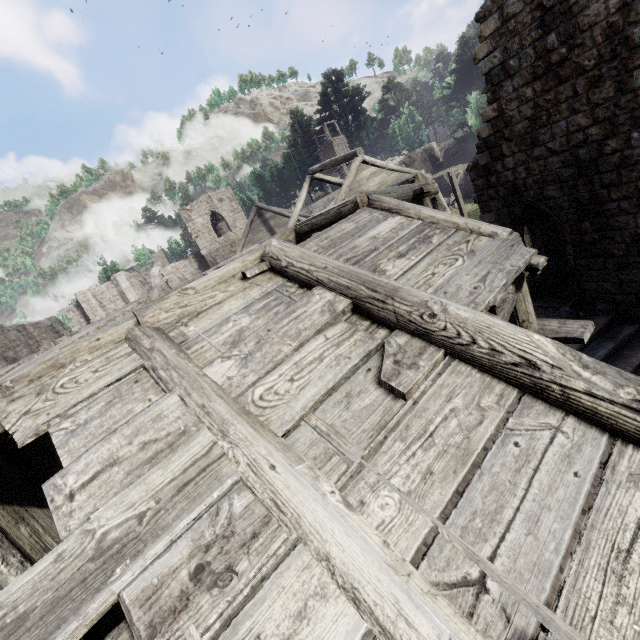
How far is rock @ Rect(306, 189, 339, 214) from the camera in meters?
46.3 m

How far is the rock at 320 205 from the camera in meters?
46.3

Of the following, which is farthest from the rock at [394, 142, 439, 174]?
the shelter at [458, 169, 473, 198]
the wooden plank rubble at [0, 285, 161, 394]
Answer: the wooden plank rubble at [0, 285, 161, 394]

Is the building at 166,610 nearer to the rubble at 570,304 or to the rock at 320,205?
the rubble at 570,304

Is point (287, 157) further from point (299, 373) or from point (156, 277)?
point (299, 373)

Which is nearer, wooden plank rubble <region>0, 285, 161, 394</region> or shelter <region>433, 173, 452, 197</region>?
wooden plank rubble <region>0, 285, 161, 394</region>

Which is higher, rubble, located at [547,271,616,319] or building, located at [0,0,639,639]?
building, located at [0,0,639,639]

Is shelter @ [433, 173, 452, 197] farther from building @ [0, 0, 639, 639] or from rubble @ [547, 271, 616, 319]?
rubble @ [547, 271, 616, 319]
